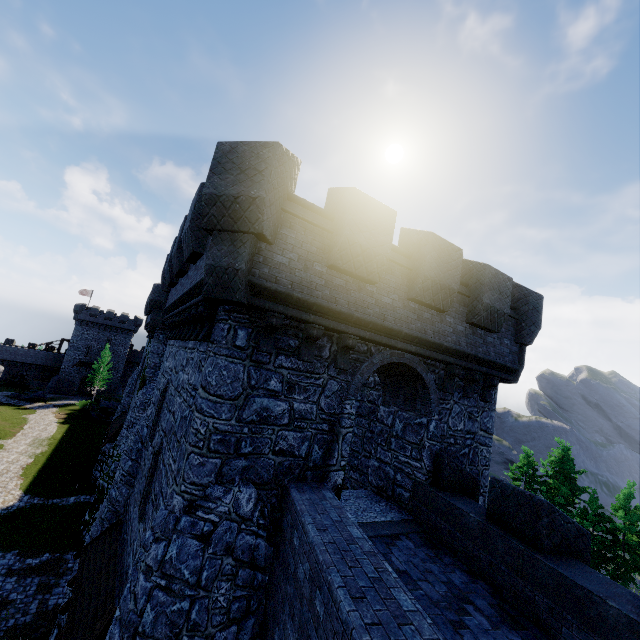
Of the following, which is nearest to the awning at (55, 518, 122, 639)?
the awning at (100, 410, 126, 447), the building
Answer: the building

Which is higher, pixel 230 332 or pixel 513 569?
pixel 230 332

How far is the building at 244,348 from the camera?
6.3 meters

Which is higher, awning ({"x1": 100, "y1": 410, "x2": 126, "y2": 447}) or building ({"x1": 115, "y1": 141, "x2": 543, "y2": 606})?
building ({"x1": 115, "y1": 141, "x2": 543, "y2": 606})

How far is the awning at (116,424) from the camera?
23.3m

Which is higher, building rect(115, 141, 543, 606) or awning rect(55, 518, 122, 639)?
building rect(115, 141, 543, 606)

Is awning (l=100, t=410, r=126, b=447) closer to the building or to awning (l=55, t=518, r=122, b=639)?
the building
